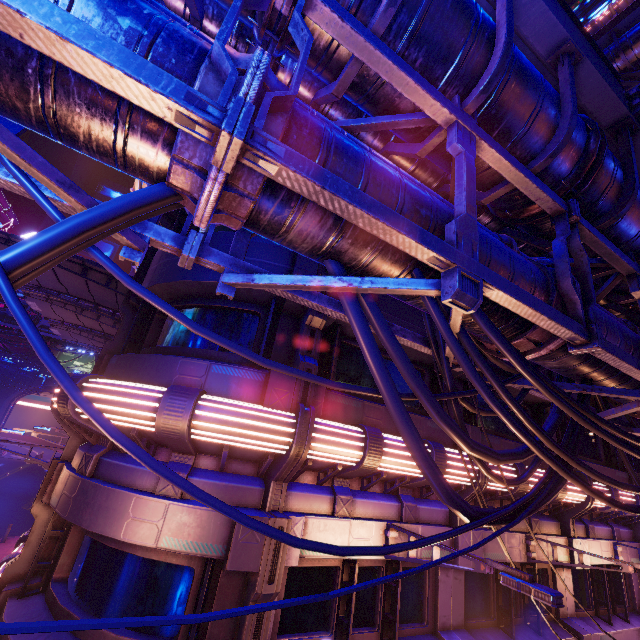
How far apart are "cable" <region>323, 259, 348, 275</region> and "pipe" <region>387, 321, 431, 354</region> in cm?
0

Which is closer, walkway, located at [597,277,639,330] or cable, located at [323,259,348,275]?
cable, located at [323,259,348,275]

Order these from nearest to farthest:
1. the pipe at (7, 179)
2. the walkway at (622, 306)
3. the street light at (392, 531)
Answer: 1. the pipe at (7, 179)
2. the street light at (392, 531)
3. the walkway at (622, 306)

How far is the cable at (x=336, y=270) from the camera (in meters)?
3.70

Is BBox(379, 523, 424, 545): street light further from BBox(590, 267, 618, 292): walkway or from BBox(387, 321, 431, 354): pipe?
BBox(590, 267, 618, 292): walkway

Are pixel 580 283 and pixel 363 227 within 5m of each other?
yes

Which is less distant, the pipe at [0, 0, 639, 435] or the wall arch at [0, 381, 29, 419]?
the pipe at [0, 0, 639, 435]

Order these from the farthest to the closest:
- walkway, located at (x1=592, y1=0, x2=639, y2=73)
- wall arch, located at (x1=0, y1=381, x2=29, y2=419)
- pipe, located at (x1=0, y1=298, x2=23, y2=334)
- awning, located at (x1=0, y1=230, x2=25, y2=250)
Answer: wall arch, located at (x1=0, y1=381, x2=29, y2=419) < walkway, located at (x1=592, y1=0, x2=639, y2=73) < pipe, located at (x1=0, y1=298, x2=23, y2=334) < awning, located at (x1=0, y1=230, x2=25, y2=250)
